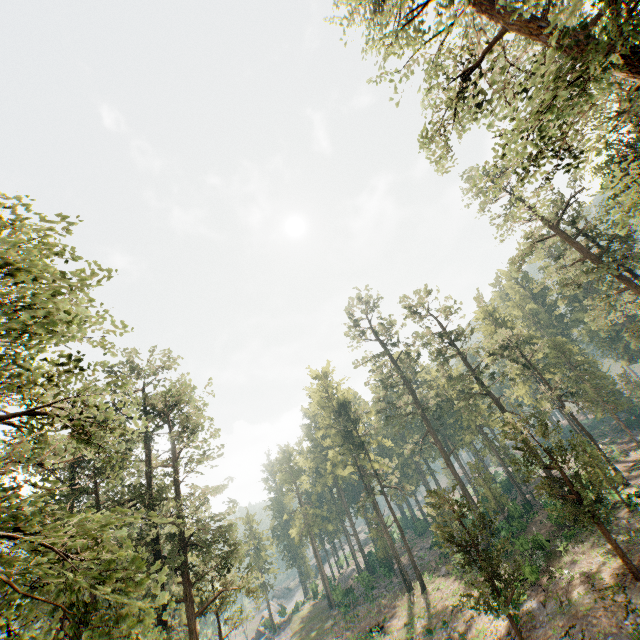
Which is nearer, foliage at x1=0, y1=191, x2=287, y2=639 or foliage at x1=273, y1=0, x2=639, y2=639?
foliage at x1=0, y1=191, x2=287, y2=639

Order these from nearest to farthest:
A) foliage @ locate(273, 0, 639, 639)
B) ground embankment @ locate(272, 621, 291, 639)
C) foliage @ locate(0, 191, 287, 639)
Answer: foliage @ locate(0, 191, 287, 639), foliage @ locate(273, 0, 639, 639), ground embankment @ locate(272, 621, 291, 639)

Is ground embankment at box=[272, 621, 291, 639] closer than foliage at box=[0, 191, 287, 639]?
No

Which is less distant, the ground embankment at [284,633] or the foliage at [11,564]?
the foliage at [11,564]

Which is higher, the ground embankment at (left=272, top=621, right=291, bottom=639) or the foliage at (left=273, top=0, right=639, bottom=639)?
the foliage at (left=273, top=0, right=639, bottom=639)

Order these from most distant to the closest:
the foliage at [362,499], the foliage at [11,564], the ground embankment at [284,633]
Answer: the ground embankment at [284,633] < the foliage at [362,499] < the foliage at [11,564]

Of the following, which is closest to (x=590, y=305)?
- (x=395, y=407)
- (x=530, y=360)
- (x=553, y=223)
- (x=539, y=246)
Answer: (x=530, y=360)
